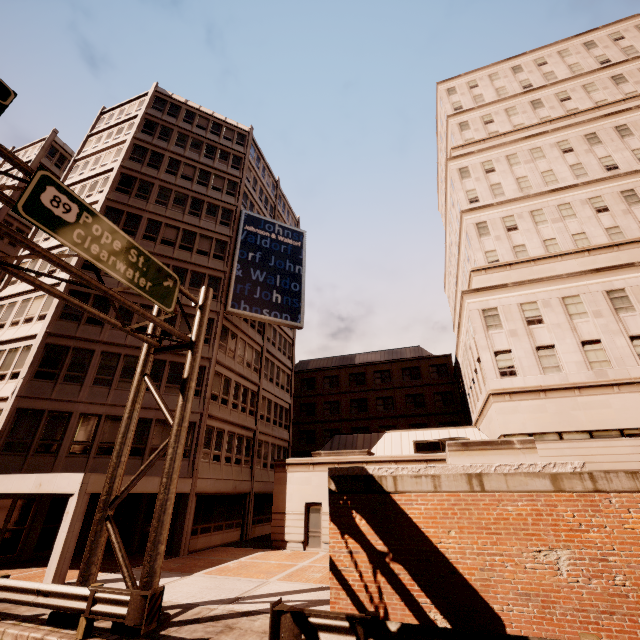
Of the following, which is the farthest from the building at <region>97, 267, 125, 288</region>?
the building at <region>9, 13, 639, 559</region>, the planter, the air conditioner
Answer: the planter

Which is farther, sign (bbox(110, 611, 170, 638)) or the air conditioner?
the air conditioner

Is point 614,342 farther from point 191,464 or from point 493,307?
point 191,464

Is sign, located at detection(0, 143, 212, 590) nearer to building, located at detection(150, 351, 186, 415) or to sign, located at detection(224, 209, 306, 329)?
building, located at detection(150, 351, 186, 415)

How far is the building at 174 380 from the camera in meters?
20.3

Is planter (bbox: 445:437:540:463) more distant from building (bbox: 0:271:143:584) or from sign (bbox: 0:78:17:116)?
building (bbox: 0:271:143:584)

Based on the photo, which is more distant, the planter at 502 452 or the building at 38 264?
the building at 38 264

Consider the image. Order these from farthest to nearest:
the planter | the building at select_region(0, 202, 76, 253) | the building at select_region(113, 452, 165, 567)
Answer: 1. the building at select_region(0, 202, 76, 253)
2. the building at select_region(113, 452, 165, 567)
3. the planter
